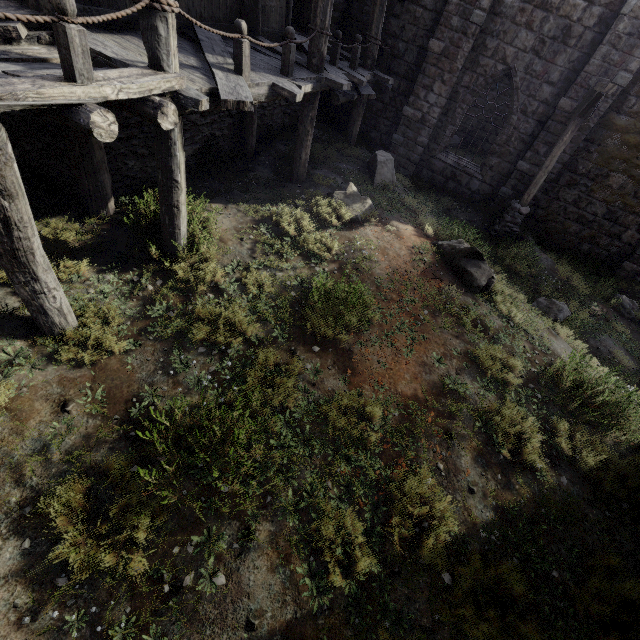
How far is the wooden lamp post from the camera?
8.5m

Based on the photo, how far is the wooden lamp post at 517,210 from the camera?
8.46m

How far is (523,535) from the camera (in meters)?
4.30

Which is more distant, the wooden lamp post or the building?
the wooden lamp post

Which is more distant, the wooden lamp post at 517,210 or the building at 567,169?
the wooden lamp post at 517,210
